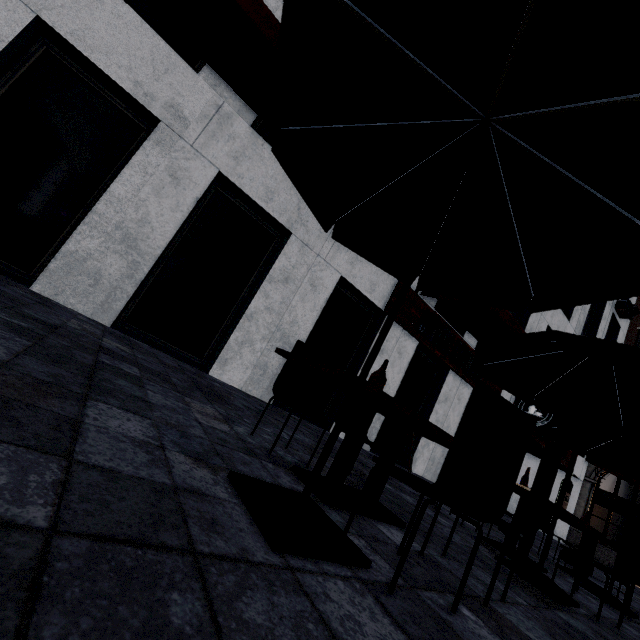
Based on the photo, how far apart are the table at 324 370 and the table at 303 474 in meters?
0.6 m

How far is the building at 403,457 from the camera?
8.6 meters

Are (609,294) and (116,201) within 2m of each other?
no

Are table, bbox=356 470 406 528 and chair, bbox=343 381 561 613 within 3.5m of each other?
yes

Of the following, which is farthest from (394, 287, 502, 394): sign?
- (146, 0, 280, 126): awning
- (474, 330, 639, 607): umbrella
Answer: (474, 330, 639, 607): umbrella

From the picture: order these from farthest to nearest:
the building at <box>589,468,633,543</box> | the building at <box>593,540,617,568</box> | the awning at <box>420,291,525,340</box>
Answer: the building at <box>589,468,633,543</box>, the building at <box>593,540,617,568</box>, the awning at <box>420,291,525,340</box>

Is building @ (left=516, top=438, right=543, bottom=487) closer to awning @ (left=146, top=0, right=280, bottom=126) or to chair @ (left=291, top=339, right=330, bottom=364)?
awning @ (left=146, top=0, right=280, bottom=126)

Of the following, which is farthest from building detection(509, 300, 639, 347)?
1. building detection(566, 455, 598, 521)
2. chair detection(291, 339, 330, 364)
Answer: building detection(566, 455, 598, 521)
